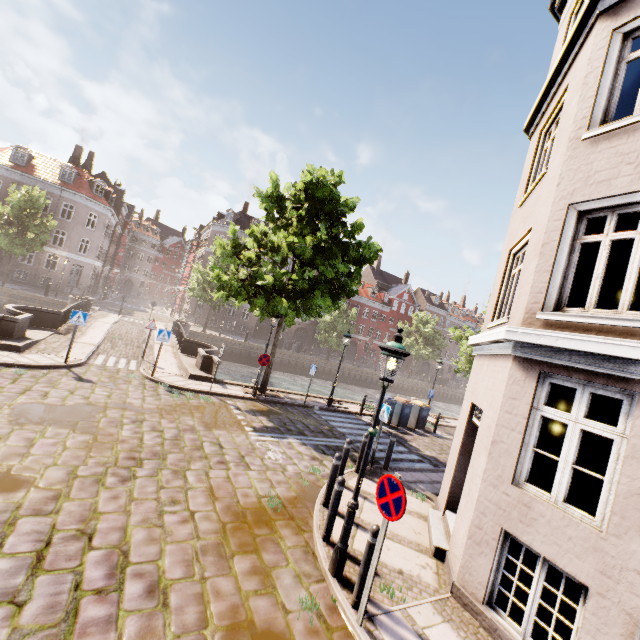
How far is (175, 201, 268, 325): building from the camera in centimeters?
4356cm

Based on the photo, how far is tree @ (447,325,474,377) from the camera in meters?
22.3

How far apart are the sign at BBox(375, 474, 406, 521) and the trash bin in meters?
12.5 m

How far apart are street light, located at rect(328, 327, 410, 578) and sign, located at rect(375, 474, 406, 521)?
0.52m

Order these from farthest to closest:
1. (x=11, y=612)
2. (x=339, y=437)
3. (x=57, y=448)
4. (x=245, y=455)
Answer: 1. (x=339, y=437)
2. (x=245, y=455)
3. (x=57, y=448)
4. (x=11, y=612)

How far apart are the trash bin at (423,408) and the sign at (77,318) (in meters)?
13.96

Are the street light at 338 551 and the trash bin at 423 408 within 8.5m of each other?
no

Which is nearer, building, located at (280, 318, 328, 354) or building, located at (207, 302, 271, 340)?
building, located at (207, 302, 271, 340)
